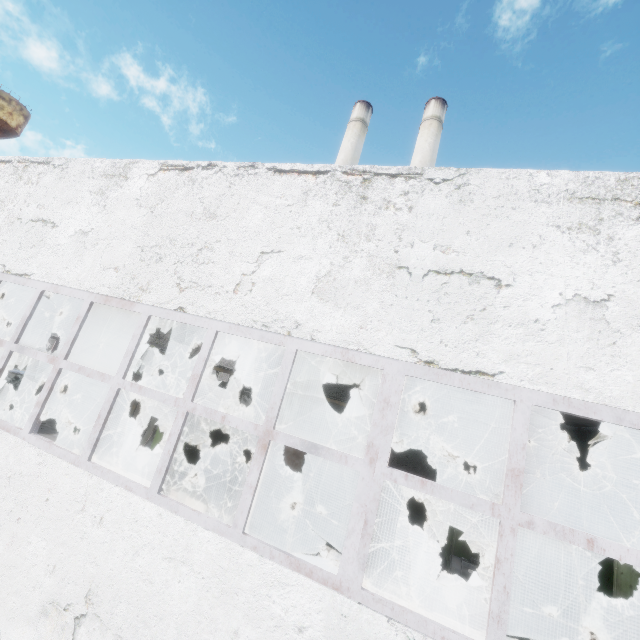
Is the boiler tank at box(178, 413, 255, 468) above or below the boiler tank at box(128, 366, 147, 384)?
below

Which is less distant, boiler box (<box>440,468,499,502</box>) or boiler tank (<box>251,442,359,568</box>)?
boiler tank (<box>251,442,359,568</box>)

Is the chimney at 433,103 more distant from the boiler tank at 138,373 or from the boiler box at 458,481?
the boiler tank at 138,373

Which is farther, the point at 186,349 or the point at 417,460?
the point at 186,349

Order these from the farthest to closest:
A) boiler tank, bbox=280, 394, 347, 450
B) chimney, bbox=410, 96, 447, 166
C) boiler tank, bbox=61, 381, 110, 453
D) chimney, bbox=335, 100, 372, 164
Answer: chimney, bbox=335, 100, 372, 164
chimney, bbox=410, 96, 447, 166
boiler tank, bbox=61, 381, 110, 453
boiler tank, bbox=280, 394, 347, 450

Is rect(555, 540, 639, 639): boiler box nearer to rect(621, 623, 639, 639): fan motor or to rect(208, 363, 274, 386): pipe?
rect(621, 623, 639, 639): fan motor

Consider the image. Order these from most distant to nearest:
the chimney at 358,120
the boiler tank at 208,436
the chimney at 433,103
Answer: the chimney at 358,120 → the chimney at 433,103 → the boiler tank at 208,436

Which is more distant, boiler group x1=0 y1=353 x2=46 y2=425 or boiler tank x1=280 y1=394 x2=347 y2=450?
boiler group x1=0 y1=353 x2=46 y2=425
